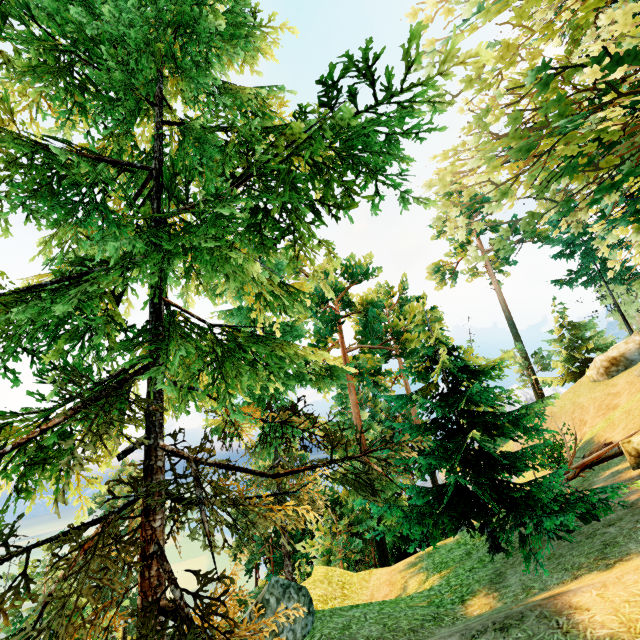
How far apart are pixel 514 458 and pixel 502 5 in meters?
12.0

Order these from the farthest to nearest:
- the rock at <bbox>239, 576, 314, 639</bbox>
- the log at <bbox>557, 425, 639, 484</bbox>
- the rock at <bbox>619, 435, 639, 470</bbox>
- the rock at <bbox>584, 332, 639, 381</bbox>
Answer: the rock at <bbox>584, 332, 639, 381</bbox>, the log at <bbox>557, 425, 639, 484</bbox>, the rock at <bbox>619, 435, 639, 470</bbox>, the rock at <bbox>239, 576, 314, 639</bbox>

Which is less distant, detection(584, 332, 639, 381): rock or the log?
the log

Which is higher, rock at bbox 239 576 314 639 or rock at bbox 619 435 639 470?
rock at bbox 619 435 639 470

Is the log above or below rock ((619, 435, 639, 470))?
below

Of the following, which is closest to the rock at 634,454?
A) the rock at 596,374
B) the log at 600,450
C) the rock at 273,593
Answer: the log at 600,450

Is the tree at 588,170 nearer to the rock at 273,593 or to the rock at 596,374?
the rock at 273,593

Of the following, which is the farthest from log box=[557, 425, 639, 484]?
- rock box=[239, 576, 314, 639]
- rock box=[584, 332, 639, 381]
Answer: rock box=[584, 332, 639, 381]
